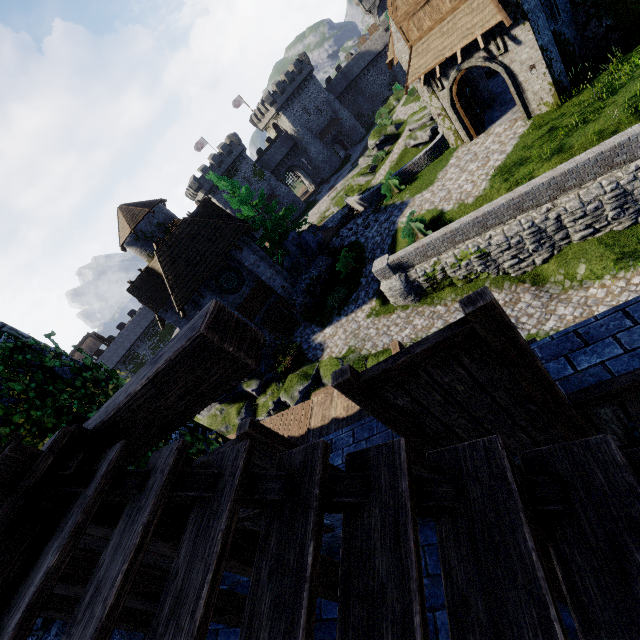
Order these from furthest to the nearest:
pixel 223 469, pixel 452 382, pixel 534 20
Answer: pixel 534 20, pixel 452 382, pixel 223 469

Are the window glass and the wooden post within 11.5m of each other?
no

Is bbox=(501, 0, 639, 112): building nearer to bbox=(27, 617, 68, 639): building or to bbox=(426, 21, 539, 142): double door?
bbox=(426, 21, 539, 142): double door

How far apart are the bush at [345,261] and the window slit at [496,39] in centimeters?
1204cm

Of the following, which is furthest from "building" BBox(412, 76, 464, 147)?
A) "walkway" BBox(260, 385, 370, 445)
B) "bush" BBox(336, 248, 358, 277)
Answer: "walkway" BBox(260, 385, 370, 445)

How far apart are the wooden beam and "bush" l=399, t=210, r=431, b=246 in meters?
16.5 m

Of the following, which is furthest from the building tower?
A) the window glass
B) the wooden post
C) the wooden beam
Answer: the wooden post

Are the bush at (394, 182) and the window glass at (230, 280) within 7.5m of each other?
no
